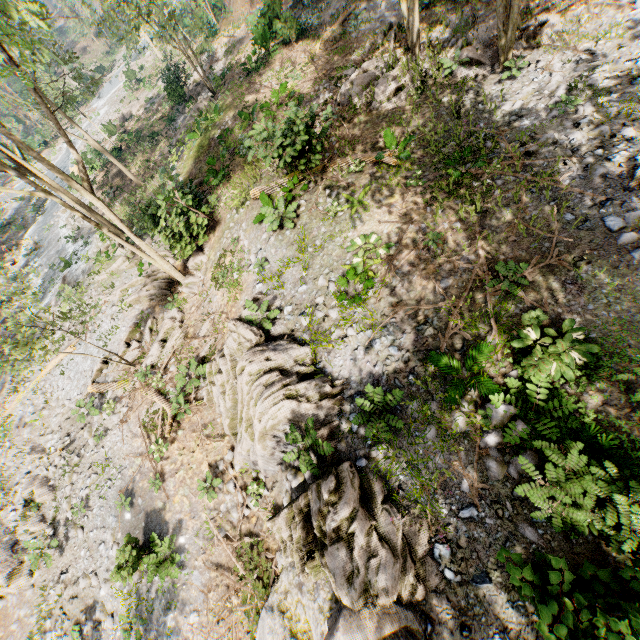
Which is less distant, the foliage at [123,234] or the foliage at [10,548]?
the foliage at [123,234]

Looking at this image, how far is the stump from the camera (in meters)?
28.44

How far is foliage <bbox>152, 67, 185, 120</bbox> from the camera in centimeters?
2459cm

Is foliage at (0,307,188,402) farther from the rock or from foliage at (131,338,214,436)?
foliage at (131,338,214,436)

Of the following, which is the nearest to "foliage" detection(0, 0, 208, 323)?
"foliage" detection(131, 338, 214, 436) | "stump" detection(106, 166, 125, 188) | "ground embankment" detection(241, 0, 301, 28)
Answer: "ground embankment" detection(241, 0, 301, 28)

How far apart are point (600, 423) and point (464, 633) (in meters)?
4.45

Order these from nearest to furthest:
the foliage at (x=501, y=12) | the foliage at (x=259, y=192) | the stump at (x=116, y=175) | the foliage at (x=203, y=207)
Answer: the foliage at (x=501, y=12) → the foliage at (x=259, y=192) → the foliage at (x=203, y=207) → the stump at (x=116, y=175)

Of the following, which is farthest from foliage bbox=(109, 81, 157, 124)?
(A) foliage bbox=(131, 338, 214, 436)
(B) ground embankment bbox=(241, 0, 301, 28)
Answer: (A) foliage bbox=(131, 338, 214, 436)
